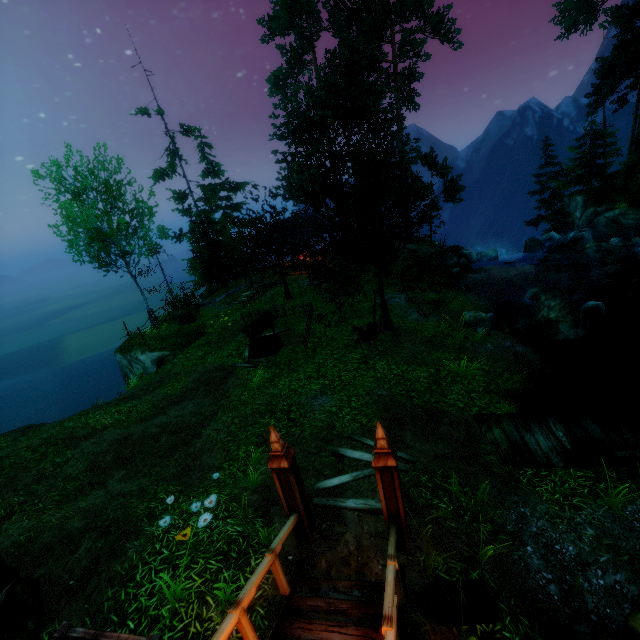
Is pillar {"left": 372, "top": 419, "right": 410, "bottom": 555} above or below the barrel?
above

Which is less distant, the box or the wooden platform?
the box

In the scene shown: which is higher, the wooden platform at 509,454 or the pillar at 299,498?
the pillar at 299,498

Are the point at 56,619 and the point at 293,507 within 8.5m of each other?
yes

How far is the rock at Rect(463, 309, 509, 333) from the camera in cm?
1356

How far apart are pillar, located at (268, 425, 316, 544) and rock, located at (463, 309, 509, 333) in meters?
10.8

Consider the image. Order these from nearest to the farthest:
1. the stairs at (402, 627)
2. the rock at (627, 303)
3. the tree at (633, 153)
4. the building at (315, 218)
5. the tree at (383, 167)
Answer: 1. the stairs at (402, 627)
2. the tree at (383, 167)
3. the rock at (627, 303)
4. the building at (315, 218)
5. the tree at (633, 153)

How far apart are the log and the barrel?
19.1m
